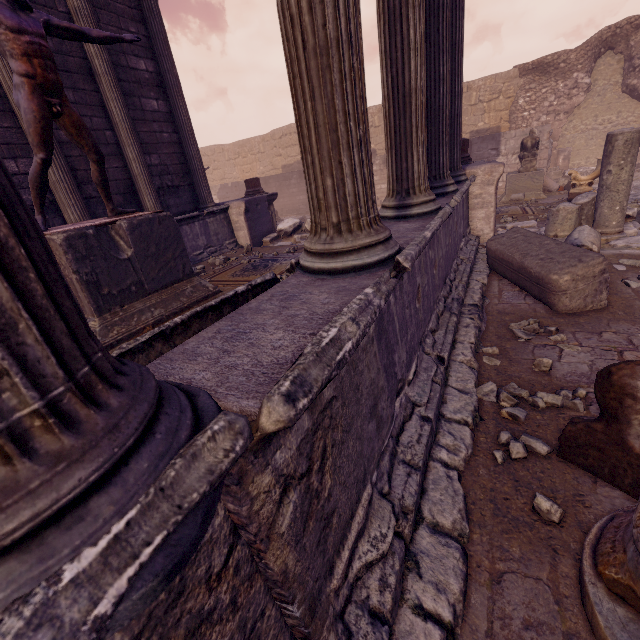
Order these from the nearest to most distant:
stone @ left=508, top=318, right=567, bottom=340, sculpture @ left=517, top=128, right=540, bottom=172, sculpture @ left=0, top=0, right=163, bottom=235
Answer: sculpture @ left=0, top=0, right=163, bottom=235 < stone @ left=508, top=318, right=567, bottom=340 < sculpture @ left=517, top=128, right=540, bottom=172

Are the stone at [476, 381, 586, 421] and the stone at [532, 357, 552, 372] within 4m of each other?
yes

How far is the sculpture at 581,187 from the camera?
8.87m

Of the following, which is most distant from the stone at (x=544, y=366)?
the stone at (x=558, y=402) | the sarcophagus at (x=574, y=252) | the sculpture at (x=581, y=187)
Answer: the sculpture at (x=581, y=187)

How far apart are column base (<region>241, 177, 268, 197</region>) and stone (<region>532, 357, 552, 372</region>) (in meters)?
9.83

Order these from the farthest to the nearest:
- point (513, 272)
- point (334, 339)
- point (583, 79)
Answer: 1. point (583, 79)
2. point (513, 272)
3. point (334, 339)

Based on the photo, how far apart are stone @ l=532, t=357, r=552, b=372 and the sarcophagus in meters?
1.3 m

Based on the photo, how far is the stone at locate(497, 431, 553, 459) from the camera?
2.2m
